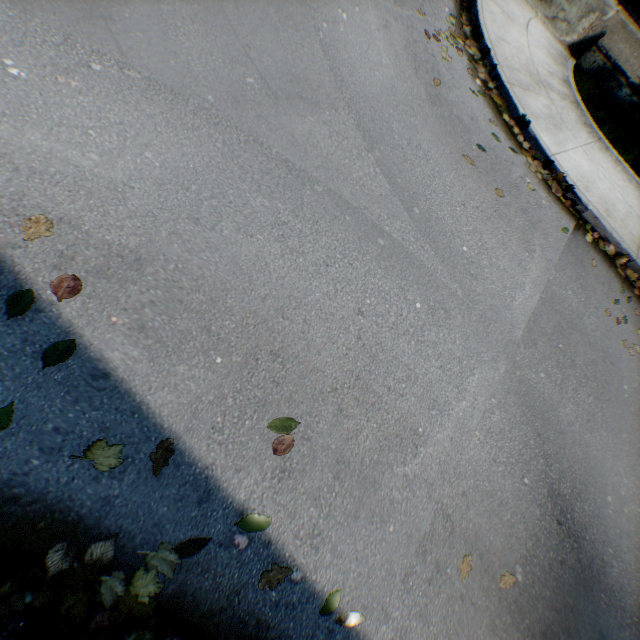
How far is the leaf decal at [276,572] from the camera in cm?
201

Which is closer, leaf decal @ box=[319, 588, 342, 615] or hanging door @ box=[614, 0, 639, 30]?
leaf decal @ box=[319, 588, 342, 615]

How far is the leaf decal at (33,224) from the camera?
2.1m

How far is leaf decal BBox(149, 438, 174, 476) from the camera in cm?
198

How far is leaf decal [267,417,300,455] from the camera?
2.3m

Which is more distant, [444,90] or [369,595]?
[444,90]

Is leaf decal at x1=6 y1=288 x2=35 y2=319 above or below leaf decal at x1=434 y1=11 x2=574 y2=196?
below

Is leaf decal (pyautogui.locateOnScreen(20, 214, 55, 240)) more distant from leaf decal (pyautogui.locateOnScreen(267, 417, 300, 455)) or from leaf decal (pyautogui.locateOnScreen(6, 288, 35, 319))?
leaf decal (pyautogui.locateOnScreen(267, 417, 300, 455))
